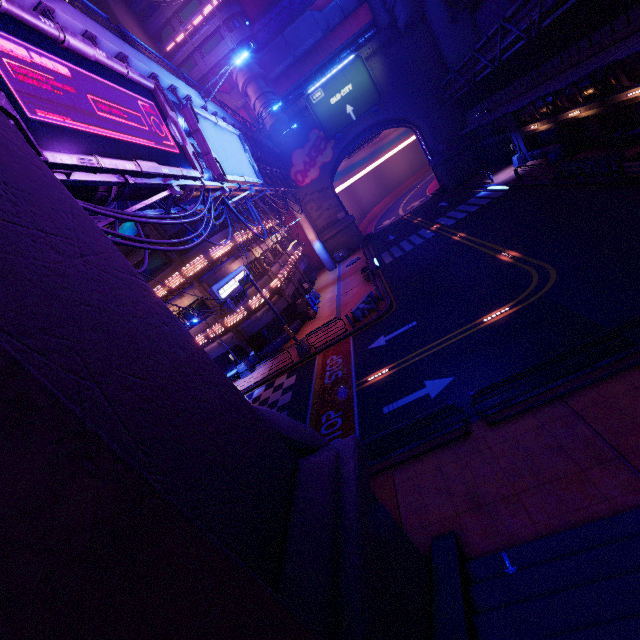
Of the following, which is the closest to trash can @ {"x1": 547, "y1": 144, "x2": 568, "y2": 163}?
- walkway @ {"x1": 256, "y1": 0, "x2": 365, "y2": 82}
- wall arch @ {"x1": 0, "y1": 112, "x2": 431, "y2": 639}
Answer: walkway @ {"x1": 256, "y1": 0, "x2": 365, "y2": 82}

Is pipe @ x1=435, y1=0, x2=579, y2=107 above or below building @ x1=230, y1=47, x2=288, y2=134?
below

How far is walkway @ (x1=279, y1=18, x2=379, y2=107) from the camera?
37.12m

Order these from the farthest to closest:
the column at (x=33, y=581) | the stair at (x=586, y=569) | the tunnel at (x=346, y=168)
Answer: the tunnel at (x=346, y=168), the stair at (x=586, y=569), the column at (x=33, y=581)

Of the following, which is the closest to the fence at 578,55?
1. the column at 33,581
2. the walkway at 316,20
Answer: the walkway at 316,20

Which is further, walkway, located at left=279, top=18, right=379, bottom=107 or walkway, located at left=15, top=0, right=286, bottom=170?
walkway, located at left=279, top=18, right=379, bottom=107

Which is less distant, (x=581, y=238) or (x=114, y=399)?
(x=114, y=399)

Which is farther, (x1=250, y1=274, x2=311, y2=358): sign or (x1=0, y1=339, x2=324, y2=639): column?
(x1=250, y1=274, x2=311, y2=358): sign
